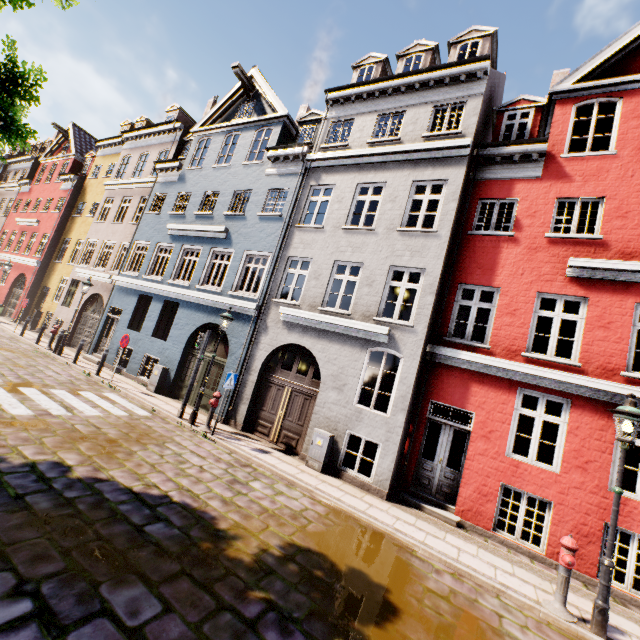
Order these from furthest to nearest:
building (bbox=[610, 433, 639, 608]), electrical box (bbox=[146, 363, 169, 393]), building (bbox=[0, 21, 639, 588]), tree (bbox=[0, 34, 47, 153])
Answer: electrical box (bbox=[146, 363, 169, 393])
building (bbox=[0, 21, 639, 588])
building (bbox=[610, 433, 639, 608])
tree (bbox=[0, 34, 47, 153])

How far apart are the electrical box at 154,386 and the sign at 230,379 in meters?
4.8 m

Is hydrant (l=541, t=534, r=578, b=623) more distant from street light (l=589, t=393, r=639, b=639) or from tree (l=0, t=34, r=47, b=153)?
tree (l=0, t=34, r=47, b=153)

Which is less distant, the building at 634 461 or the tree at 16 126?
the tree at 16 126

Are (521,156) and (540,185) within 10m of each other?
yes

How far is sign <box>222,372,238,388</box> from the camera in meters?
9.5

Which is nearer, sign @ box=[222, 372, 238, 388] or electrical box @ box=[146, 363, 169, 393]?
sign @ box=[222, 372, 238, 388]

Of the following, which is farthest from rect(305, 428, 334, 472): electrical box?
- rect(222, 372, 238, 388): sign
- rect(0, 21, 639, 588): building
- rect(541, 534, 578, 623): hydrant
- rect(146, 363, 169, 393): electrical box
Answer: rect(146, 363, 169, 393): electrical box
